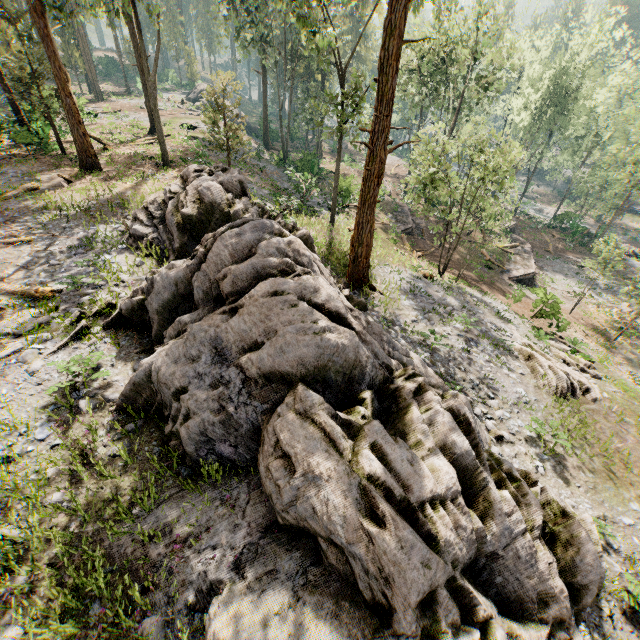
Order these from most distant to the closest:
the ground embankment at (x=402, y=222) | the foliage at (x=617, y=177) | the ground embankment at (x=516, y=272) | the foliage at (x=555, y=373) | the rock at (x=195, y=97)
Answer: the rock at (x=195, y=97) < the ground embankment at (x=402, y=222) < the ground embankment at (x=516, y=272) < the foliage at (x=617, y=177) < the foliage at (x=555, y=373)

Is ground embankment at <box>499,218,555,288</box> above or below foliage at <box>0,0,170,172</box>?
below

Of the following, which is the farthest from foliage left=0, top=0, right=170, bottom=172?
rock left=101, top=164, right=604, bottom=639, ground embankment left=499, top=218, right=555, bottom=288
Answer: ground embankment left=499, top=218, right=555, bottom=288

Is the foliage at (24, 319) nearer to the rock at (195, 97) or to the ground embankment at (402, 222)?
the rock at (195, 97)

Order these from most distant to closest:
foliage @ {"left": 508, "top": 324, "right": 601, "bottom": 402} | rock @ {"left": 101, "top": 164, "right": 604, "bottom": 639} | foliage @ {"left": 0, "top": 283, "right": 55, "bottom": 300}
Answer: foliage @ {"left": 508, "top": 324, "right": 601, "bottom": 402}
foliage @ {"left": 0, "top": 283, "right": 55, "bottom": 300}
rock @ {"left": 101, "top": 164, "right": 604, "bottom": 639}

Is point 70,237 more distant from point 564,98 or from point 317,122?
point 564,98

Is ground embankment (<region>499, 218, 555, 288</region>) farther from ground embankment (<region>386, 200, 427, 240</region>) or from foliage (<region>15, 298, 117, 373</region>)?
ground embankment (<region>386, 200, 427, 240</region>)

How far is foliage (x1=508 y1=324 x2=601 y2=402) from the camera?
14.2 meters
